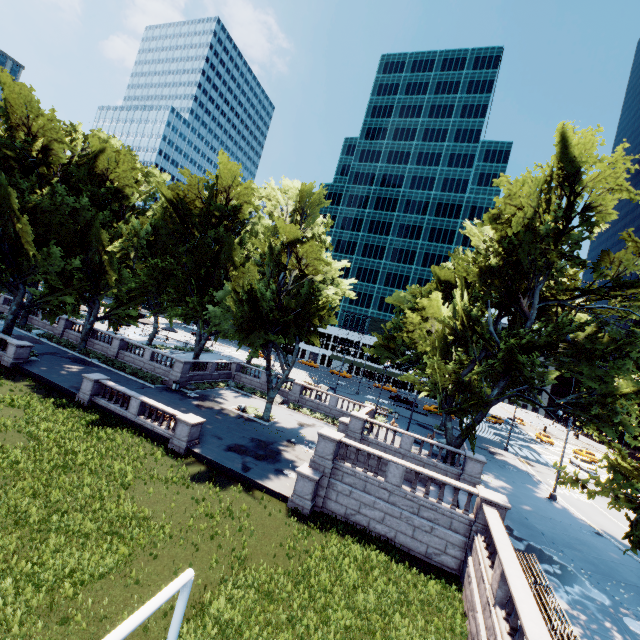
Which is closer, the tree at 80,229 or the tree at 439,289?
the tree at 439,289

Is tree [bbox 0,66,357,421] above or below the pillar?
above

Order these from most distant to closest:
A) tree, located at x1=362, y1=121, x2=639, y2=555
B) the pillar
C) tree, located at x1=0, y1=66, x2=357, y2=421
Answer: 1. tree, located at x1=0, y1=66, x2=357, y2=421
2. tree, located at x1=362, y1=121, x2=639, y2=555
3. the pillar

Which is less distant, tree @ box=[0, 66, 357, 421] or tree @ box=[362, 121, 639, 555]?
tree @ box=[362, 121, 639, 555]

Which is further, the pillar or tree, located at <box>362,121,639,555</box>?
tree, located at <box>362,121,639,555</box>

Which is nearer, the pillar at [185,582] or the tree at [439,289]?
the pillar at [185,582]

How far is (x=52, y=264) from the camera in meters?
31.8
